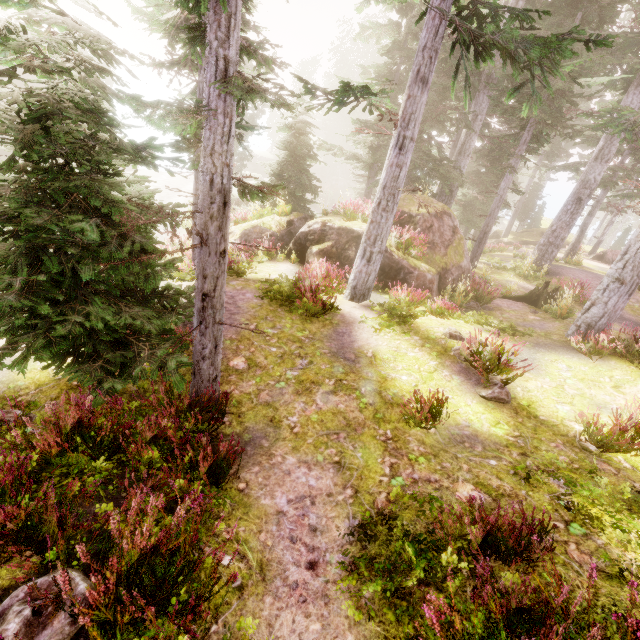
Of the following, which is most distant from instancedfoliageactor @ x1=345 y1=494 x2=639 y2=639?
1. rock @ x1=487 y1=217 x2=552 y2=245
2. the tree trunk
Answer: the tree trunk

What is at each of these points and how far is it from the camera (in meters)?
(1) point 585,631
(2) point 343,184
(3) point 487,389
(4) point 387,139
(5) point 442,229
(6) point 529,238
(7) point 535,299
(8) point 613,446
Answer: (1) instancedfoliageactor, 2.59
(2) rock, 53.41
(3) instancedfoliageactor, 7.02
(4) instancedfoliageactor, 18.80
(5) rock, 13.88
(6) rock, 34.06
(7) tree trunk, 13.66
(8) instancedfoliageactor, 5.59

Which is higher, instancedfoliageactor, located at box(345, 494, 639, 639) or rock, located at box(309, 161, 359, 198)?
instancedfoliageactor, located at box(345, 494, 639, 639)

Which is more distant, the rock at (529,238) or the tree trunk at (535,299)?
the rock at (529,238)

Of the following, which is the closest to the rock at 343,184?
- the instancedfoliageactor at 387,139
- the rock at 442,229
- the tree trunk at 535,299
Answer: the instancedfoliageactor at 387,139

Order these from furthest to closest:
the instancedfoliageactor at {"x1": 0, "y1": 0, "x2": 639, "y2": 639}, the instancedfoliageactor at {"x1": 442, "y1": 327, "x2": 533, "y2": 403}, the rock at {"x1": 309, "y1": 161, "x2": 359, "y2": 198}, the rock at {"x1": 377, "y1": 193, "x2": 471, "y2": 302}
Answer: the rock at {"x1": 309, "y1": 161, "x2": 359, "y2": 198}
the rock at {"x1": 377, "y1": 193, "x2": 471, "y2": 302}
the instancedfoliageactor at {"x1": 442, "y1": 327, "x2": 533, "y2": 403}
the instancedfoliageactor at {"x1": 0, "y1": 0, "x2": 639, "y2": 639}

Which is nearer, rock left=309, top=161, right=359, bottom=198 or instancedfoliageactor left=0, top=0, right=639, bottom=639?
instancedfoliageactor left=0, top=0, right=639, bottom=639

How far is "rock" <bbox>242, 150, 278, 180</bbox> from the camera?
50.9m
